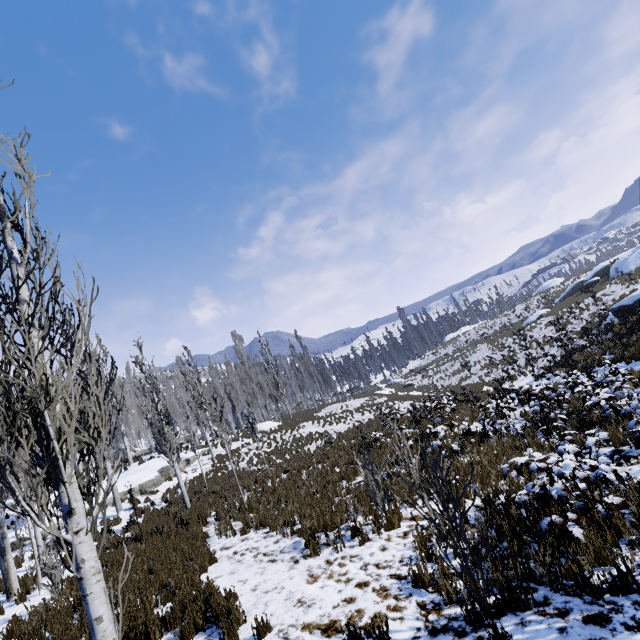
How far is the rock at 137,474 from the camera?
19.4m

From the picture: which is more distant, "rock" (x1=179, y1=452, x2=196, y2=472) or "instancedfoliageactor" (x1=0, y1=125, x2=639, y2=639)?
"rock" (x1=179, y1=452, x2=196, y2=472)

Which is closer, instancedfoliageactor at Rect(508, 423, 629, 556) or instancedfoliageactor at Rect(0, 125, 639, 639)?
instancedfoliageactor at Rect(0, 125, 639, 639)

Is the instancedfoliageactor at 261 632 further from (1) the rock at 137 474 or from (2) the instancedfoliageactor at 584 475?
(1) the rock at 137 474

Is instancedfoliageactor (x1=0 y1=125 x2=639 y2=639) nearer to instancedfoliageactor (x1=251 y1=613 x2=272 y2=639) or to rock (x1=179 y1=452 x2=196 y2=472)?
rock (x1=179 y1=452 x2=196 y2=472)

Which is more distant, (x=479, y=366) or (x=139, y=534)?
(x=479, y=366)
